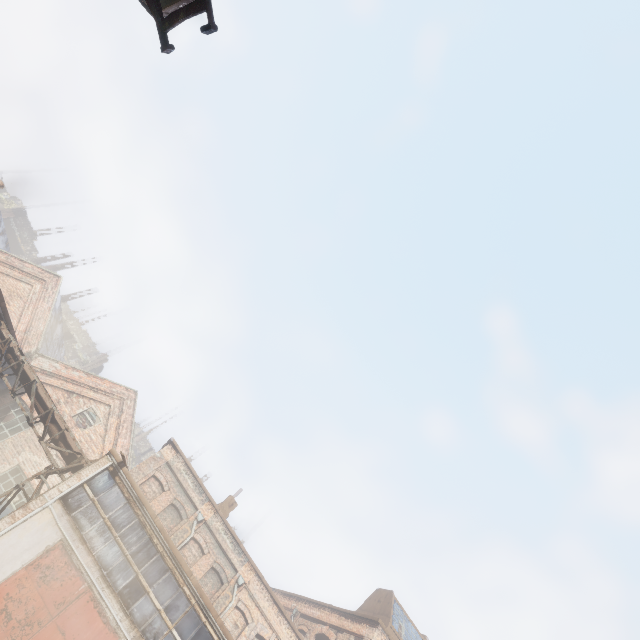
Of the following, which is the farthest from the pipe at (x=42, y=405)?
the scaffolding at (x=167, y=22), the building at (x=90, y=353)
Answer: the building at (x=90, y=353)

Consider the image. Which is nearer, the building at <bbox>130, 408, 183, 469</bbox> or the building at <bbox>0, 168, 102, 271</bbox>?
the building at <bbox>0, 168, 102, 271</bbox>

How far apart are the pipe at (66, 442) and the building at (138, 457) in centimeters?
4413cm

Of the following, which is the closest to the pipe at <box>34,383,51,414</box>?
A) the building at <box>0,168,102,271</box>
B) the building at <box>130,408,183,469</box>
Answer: the building at <box>130,408,183,469</box>

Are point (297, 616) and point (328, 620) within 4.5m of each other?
yes

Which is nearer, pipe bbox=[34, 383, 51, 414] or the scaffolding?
the scaffolding

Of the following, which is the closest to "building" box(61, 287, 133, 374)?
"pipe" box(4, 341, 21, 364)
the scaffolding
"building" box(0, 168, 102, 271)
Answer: "building" box(0, 168, 102, 271)
